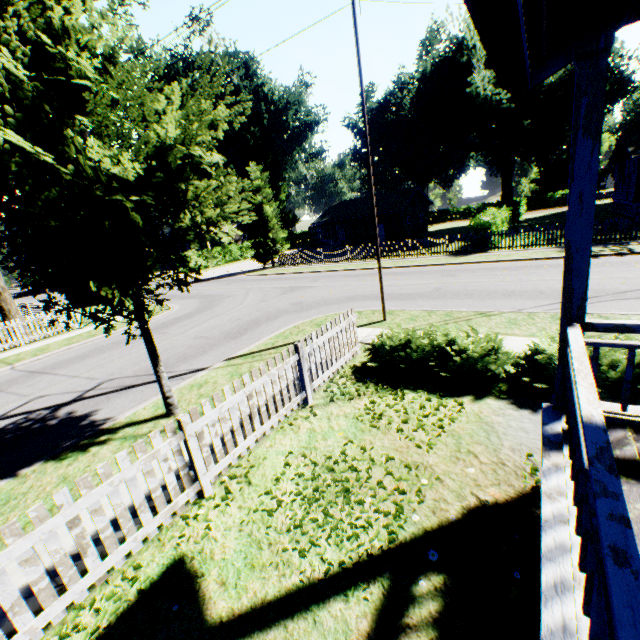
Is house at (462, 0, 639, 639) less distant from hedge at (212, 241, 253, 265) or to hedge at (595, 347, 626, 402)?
hedge at (595, 347, 626, 402)

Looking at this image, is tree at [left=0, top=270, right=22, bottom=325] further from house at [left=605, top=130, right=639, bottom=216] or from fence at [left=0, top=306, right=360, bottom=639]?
house at [left=605, top=130, right=639, bottom=216]

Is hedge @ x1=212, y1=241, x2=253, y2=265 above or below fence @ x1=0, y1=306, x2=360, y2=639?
above

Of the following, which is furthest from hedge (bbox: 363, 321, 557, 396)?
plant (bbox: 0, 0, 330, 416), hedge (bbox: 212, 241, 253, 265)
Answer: hedge (bbox: 212, 241, 253, 265)

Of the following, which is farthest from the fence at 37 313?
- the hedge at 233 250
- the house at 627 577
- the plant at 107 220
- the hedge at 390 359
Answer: the hedge at 233 250

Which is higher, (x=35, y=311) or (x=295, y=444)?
(x=35, y=311)

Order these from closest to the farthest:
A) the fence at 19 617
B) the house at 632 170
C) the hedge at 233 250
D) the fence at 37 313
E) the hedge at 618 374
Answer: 1. the fence at 19 617
2. the hedge at 618 374
3. the fence at 37 313
4. the house at 632 170
5. the hedge at 233 250

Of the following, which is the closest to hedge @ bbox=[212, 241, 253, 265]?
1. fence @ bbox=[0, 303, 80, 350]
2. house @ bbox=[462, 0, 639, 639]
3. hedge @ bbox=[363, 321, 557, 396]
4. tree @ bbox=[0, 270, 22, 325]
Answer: fence @ bbox=[0, 303, 80, 350]
